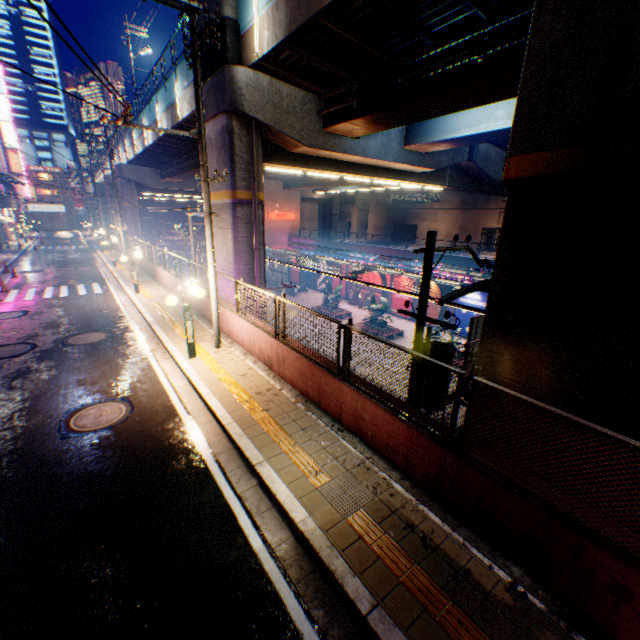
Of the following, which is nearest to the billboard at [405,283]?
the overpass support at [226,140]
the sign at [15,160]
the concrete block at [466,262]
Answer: the concrete block at [466,262]

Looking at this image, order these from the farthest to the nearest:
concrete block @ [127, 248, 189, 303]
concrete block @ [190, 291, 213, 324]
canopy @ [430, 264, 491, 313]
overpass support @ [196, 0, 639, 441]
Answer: concrete block @ [127, 248, 189, 303] → canopy @ [430, 264, 491, 313] → concrete block @ [190, 291, 213, 324] → overpass support @ [196, 0, 639, 441]

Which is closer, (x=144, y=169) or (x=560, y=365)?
(x=560, y=365)

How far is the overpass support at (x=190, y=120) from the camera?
16.7 meters

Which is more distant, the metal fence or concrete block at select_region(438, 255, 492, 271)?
concrete block at select_region(438, 255, 492, 271)

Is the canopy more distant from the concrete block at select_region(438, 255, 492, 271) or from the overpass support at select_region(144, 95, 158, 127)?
the overpass support at select_region(144, 95, 158, 127)

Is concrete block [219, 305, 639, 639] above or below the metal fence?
below

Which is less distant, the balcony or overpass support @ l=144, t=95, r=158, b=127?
overpass support @ l=144, t=95, r=158, b=127
